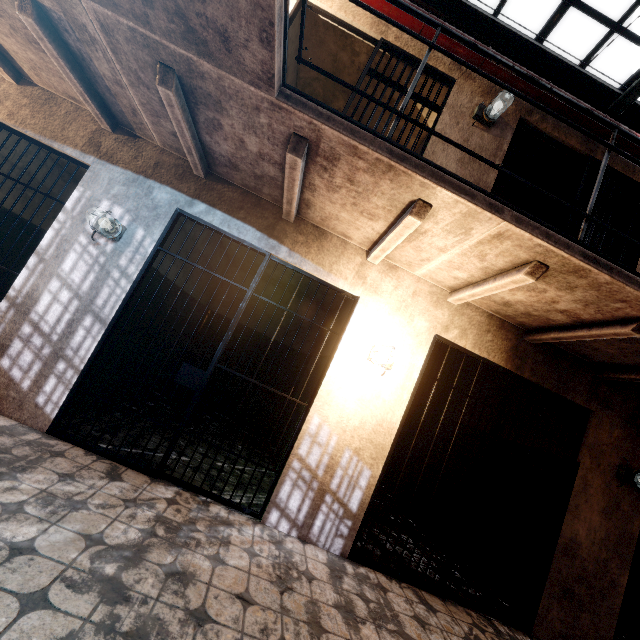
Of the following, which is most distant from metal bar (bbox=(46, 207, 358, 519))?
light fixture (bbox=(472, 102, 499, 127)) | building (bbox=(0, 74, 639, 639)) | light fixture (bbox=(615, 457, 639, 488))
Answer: light fixture (bbox=(615, 457, 639, 488))

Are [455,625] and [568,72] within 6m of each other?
A: no

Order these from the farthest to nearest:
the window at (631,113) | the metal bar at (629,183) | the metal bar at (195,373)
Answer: the window at (631,113), the metal bar at (629,183), the metal bar at (195,373)

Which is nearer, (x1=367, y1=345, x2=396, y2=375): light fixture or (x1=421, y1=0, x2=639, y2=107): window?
(x1=367, y1=345, x2=396, y2=375): light fixture

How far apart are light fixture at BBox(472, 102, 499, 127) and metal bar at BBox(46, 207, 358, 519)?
2.6m

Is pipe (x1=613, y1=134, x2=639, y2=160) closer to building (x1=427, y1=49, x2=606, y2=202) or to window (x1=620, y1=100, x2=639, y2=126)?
building (x1=427, y1=49, x2=606, y2=202)

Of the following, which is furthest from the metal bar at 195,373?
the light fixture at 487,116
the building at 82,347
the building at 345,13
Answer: the light fixture at 487,116

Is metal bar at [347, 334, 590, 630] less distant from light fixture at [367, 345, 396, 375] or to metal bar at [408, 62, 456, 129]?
light fixture at [367, 345, 396, 375]
